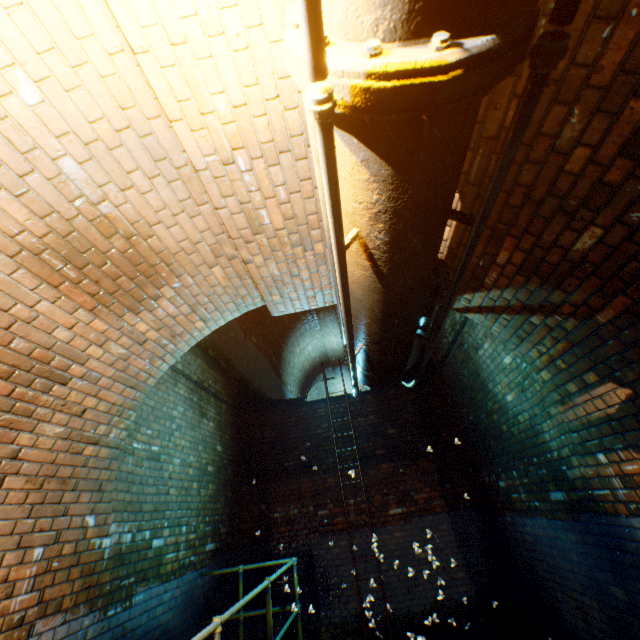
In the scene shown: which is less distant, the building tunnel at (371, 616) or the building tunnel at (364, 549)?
the building tunnel at (371, 616)

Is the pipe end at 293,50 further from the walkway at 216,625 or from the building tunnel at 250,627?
the walkway at 216,625

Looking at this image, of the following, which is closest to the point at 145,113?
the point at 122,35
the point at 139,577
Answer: the point at 122,35

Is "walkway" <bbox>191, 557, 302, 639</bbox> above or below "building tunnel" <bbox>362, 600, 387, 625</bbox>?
above

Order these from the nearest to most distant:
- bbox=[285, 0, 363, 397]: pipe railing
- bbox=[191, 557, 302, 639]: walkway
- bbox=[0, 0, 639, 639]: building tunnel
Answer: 1. bbox=[285, 0, 363, 397]: pipe railing
2. bbox=[0, 0, 639, 639]: building tunnel
3. bbox=[191, 557, 302, 639]: walkway

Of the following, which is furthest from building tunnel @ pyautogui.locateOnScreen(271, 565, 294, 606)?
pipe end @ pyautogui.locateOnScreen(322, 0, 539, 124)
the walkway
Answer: pipe end @ pyautogui.locateOnScreen(322, 0, 539, 124)

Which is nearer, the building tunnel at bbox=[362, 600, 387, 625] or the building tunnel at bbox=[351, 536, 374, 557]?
the building tunnel at bbox=[362, 600, 387, 625]
